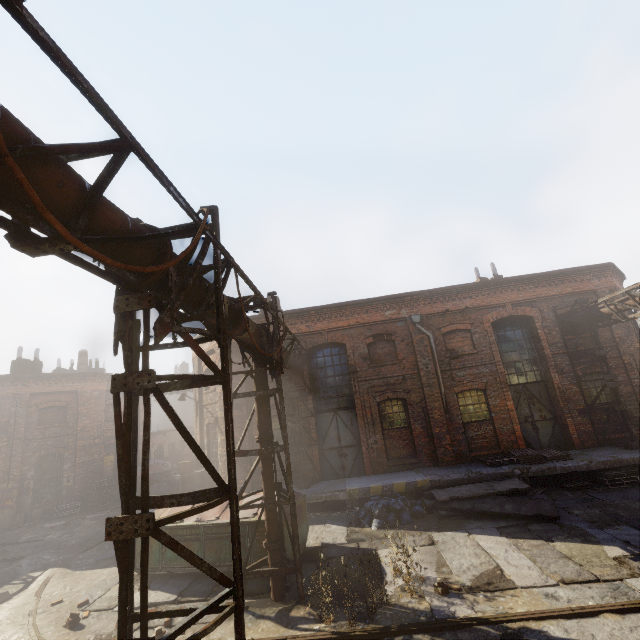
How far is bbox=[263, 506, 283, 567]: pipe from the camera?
7.3m

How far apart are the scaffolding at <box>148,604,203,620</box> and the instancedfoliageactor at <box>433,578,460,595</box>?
4.3m

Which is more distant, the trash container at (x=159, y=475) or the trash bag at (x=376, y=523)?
the trash container at (x=159, y=475)

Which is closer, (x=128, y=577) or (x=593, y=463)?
(x=128, y=577)

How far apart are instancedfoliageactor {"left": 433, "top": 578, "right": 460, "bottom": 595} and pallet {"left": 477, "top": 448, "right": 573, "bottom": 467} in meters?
6.2 m

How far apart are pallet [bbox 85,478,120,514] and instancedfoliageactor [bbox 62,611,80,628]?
13.4 meters

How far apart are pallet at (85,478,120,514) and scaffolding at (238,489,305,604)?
16.25m

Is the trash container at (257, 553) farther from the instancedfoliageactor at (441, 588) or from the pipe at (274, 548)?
the instancedfoliageactor at (441, 588)
